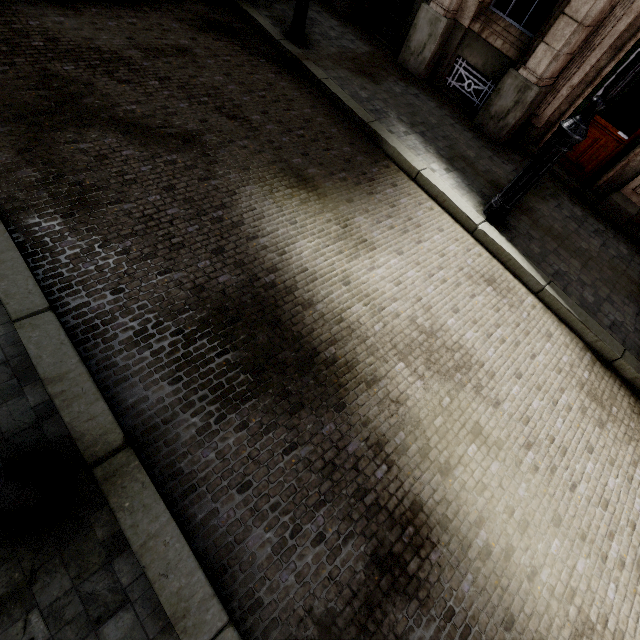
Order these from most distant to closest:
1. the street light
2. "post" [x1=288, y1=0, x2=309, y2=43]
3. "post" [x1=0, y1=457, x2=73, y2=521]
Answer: "post" [x1=288, y1=0, x2=309, y2=43] < the street light < "post" [x1=0, y1=457, x2=73, y2=521]

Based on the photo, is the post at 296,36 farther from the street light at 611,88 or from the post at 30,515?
the post at 30,515

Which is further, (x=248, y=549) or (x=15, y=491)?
(x=248, y=549)

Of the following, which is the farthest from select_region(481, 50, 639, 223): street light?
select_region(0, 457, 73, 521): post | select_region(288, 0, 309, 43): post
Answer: select_region(0, 457, 73, 521): post

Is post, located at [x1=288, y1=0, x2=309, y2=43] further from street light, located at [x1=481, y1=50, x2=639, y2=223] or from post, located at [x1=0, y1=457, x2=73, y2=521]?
post, located at [x1=0, y1=457, x2=73, y2=521]
